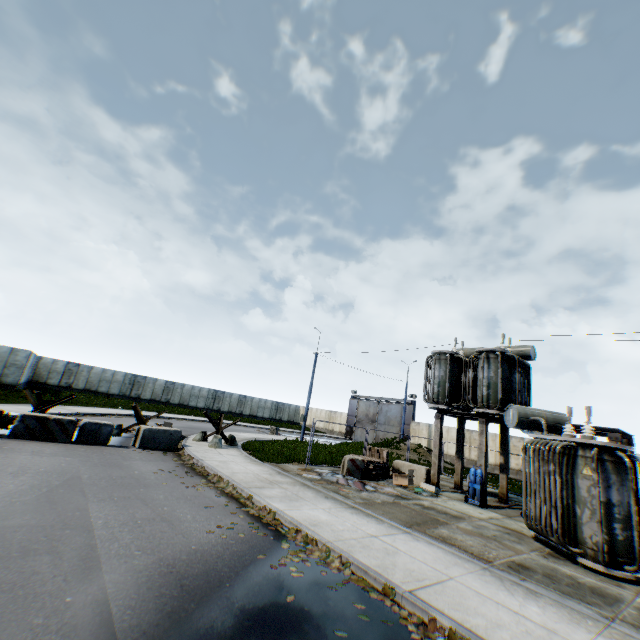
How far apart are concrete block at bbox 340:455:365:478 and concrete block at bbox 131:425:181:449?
7.5 meters

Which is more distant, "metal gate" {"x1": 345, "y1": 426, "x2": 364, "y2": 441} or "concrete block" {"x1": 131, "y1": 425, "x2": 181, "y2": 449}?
"metal gate" {"x1": 345, "y1": 426, "x2": 364, "y2": 441}

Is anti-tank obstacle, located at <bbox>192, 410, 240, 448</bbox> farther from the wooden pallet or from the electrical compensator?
the electrical compensator

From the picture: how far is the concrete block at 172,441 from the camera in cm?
1353

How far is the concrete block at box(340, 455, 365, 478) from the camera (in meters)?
14.14

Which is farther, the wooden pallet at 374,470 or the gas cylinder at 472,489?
the wooden pallet at 374,470

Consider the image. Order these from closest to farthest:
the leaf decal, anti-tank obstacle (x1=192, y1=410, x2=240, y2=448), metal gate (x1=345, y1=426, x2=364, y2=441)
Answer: the leaf decal → anti-tank obstacle (x1=192, y1=410, x2=240, y2=448) → metal gate (x1=345, y1=426, x2=364, y2=441)

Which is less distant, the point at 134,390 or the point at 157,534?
the point at 157,534
